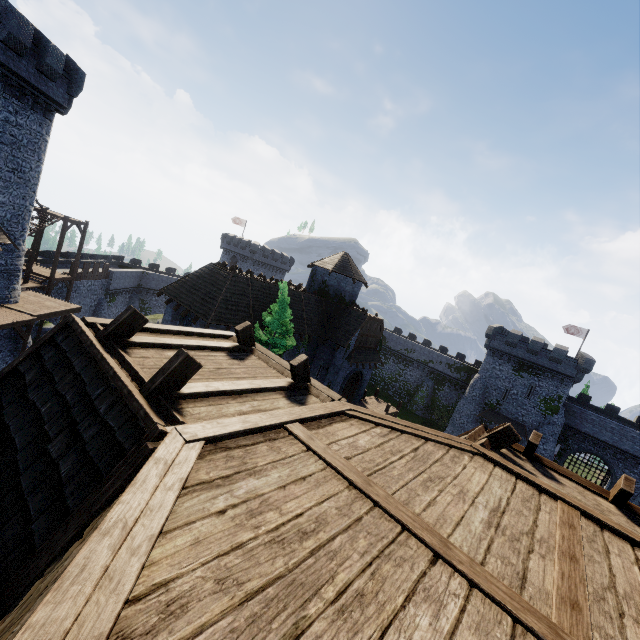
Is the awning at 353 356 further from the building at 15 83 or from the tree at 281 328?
the building at 15 83

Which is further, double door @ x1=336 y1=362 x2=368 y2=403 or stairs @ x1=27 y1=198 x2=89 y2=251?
double door @ x1=336 y1=362 x2=368 y2=403

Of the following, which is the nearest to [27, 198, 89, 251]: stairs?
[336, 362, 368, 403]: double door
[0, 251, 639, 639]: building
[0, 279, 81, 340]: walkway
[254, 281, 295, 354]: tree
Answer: [0, 279, 81, 340]: walkway

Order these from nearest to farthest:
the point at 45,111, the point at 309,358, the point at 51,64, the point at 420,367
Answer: the point at 51,64
the point at 45,111
the point at 309,358
the point at 420,367

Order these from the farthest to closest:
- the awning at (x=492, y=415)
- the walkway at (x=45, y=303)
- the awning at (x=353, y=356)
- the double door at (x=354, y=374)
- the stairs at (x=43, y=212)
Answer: the awning at (x=492, y=415) → the double door at (x=354, y=374) → the awning at (x=353, y=356) → the stairs at (x=43, y=212) → the walkway at (x=45, y=303)

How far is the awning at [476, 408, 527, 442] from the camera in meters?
40.3 m

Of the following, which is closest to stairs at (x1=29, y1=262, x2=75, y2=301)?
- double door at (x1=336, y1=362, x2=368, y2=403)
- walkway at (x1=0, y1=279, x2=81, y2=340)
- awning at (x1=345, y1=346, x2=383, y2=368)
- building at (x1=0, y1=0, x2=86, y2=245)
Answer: walkway at (x1=0, y1=279, x2=81, y2=340)

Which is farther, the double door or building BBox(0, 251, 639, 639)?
the double door
